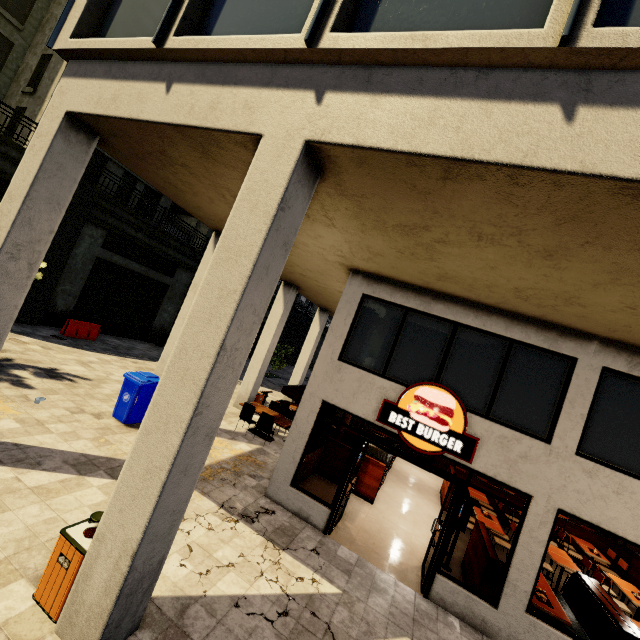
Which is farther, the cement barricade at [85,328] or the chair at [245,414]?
the cement barricade at [85,328]

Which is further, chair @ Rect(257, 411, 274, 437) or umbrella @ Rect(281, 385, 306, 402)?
umbrella @ Rect(281, 385, 306, 402)

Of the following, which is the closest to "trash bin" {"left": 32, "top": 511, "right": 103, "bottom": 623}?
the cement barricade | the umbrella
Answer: the umbrella

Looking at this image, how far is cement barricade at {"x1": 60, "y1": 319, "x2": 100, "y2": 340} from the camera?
15.0m

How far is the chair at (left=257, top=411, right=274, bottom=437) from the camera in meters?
10.8 m

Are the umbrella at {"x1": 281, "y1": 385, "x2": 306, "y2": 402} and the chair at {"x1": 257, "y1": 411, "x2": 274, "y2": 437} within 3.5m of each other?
yes

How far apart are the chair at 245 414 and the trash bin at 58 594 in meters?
7.0 m

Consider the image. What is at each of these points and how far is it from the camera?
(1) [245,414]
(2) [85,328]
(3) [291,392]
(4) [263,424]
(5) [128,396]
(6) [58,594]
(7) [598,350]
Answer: (1) chair, 11.2 meters
(2) cement barricade, 15.6 meters
(3) umbrella, 11.7 meters
(4) chair, 10.9 meters
(5) trash bin, 8.6 meters
(6) trash bin, 3.6 meters
(7) building, 6.2 meters
